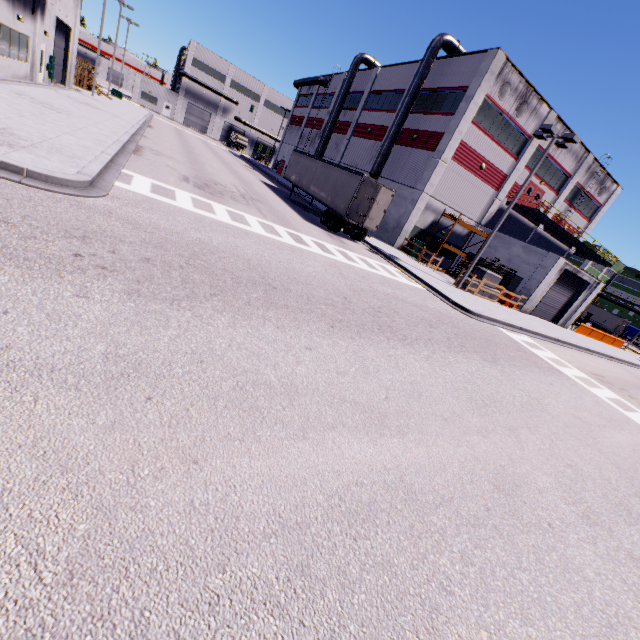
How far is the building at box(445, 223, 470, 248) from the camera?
29.4 meters

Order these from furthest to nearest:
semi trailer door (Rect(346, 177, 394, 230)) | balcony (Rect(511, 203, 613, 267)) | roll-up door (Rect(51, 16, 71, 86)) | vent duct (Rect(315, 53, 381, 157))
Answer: vent duct (Rect(315, 53, 381, 157))
balcony (Rect(511, 203, 613, 267))
roll-up door (Rect(51, 16, 71, 86))
semi trailer door (Rect(346, 177, 394, 230))

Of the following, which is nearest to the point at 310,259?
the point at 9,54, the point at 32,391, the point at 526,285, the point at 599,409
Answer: the point at 32,391

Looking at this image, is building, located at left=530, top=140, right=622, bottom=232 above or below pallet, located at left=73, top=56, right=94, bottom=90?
above

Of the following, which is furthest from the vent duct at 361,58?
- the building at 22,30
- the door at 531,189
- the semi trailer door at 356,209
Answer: the door at 531,189

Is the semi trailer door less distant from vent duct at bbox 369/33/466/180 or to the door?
vent duct at bbox 369/33/466/180

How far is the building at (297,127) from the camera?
42.9 meters

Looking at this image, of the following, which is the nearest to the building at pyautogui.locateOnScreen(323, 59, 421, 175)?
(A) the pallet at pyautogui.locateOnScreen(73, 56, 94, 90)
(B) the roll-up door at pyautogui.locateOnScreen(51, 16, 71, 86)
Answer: (B) the roll-up door at pyautogui.locateOnScreen(51, 16, 71, 86)
